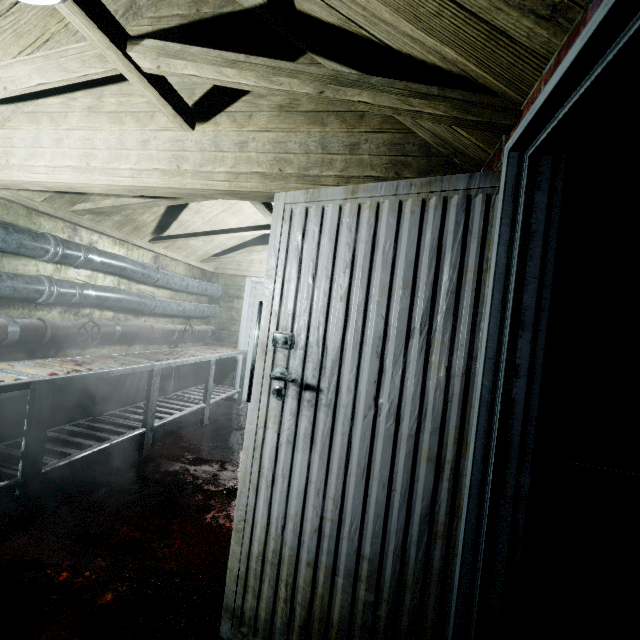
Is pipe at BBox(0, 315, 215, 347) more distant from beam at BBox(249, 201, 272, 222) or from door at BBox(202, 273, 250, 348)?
beam at BBox(249, 201, 272, 222)

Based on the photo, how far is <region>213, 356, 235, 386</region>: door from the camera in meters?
5.1 m

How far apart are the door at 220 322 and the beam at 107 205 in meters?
1.3 m

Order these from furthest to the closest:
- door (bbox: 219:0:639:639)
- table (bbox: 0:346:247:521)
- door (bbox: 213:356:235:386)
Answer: door (bbox: 213:356:235:386) → table (bbox: 0:346:247:521) → door (bbox: 219:0:639:639)

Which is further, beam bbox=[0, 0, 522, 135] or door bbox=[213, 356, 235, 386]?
door bbox=[213, 356, 235, 386]

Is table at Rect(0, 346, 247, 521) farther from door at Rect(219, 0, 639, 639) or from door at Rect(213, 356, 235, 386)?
door at Rect(219, 0, 639, 639)

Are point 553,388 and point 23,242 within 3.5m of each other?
no

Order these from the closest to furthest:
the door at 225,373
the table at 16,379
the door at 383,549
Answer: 1. the door at 383,549
2. the table at 16,379
3. the door at 225,373
